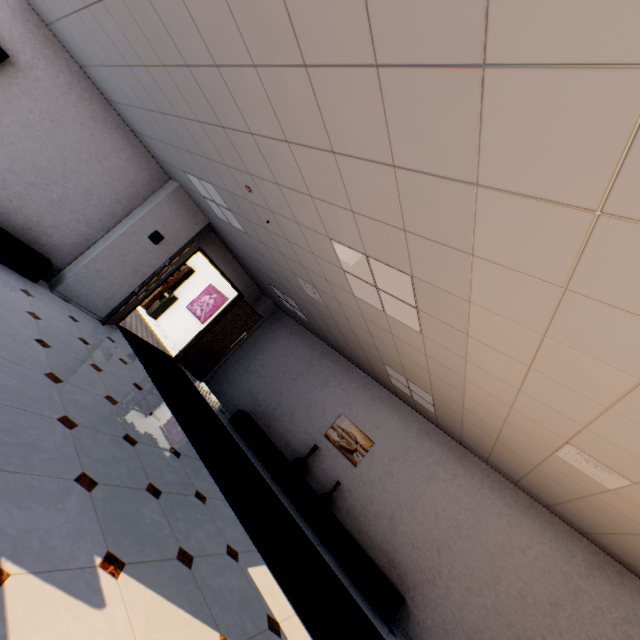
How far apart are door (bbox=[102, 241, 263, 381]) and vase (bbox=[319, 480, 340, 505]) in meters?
4.4

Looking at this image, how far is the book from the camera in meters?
11.5 m

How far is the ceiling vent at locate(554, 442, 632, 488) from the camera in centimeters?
276cm

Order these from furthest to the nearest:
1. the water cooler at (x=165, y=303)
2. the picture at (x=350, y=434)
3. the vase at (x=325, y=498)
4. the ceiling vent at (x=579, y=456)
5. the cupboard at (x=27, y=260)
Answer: the water cooler at (x=165, y=303), the picture at (x=350, y=434), the vase at (x=325, y=498), the cupboard at (x=27, y=260), the ceiling vent at (x=579, y=456)

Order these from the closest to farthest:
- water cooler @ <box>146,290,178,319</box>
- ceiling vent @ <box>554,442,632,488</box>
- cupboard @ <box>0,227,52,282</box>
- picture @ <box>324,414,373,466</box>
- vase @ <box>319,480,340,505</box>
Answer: ceiling vent @ <box>554,442,632,488</box>, cupboard @ <box>0,227,52,282</box>, vase @ <box>319,480,340,505</box>, picture @ <box>324,414,373,466</box>, water cooler @ <box>146,290,178,319</box>

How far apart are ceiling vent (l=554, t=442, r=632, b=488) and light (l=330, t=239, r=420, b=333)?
1.7m

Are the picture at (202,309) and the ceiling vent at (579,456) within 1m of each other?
no

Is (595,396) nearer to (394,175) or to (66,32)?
(394,175)
